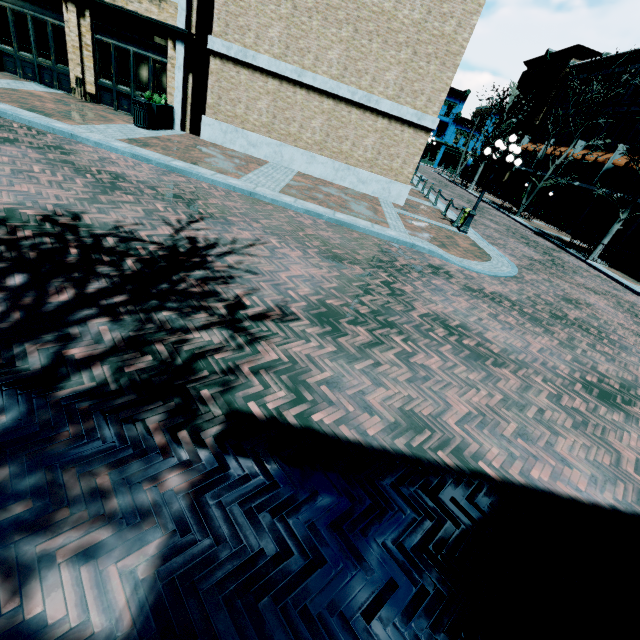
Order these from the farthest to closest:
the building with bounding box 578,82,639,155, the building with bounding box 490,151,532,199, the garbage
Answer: the building with bounding box 490,151,532,199, the building with bounding box 578,82,639,155, the garbage

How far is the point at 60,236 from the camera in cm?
471

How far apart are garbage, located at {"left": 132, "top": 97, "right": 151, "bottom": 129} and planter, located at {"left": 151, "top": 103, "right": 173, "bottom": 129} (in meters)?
0.09

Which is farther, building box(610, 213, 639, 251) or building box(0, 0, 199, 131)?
building box(610, 213, 639, 251)

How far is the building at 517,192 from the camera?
35.9 meters

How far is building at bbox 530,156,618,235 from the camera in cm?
2471

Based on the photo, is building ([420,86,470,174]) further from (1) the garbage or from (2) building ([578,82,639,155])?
(1) the garbage
